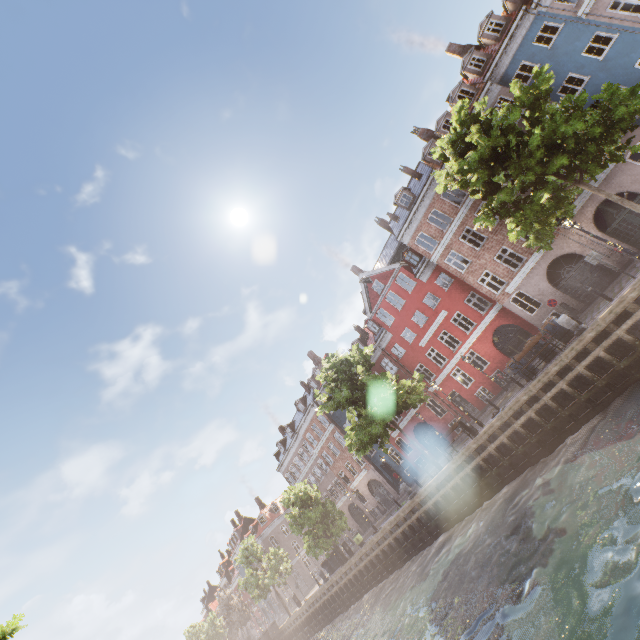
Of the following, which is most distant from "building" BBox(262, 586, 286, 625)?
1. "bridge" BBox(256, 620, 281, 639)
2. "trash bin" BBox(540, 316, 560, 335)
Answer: "bridge" BBox(256, 620, 281, 639)

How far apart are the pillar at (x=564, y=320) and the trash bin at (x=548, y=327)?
1.2 meters

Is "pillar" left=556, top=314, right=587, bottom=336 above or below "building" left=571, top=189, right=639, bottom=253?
below

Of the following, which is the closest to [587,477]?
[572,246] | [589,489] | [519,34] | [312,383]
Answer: [589,489]

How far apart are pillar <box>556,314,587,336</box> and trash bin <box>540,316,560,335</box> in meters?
1.2 m

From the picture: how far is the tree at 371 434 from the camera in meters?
19.7

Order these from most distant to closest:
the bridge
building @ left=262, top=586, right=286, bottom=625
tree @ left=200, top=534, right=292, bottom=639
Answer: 1. building @ left=262, top=586, right=286, bottom=625
2. tree @ left=200, top=534, right=292, bottom=639
3. the bridge
